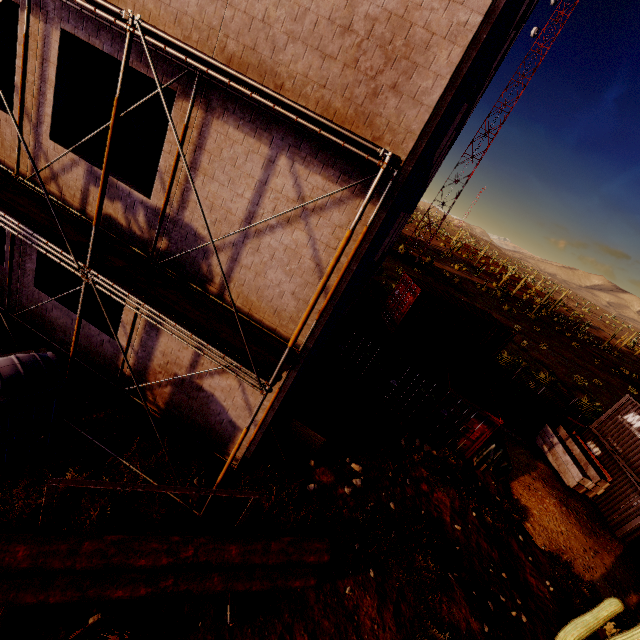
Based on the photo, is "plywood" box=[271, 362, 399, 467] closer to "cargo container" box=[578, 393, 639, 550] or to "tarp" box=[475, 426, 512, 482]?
"tarp" box=[475, 426, 512, 482]

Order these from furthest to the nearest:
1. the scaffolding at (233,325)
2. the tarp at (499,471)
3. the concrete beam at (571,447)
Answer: the concrete beam at (571,447)
the tarp at (499,471)
the scaffolding at (233,325)

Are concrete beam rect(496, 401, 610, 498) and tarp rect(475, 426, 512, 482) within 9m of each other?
yes

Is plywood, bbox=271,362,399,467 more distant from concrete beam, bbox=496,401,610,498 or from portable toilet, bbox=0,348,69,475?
concrete beam, bbox=496,401,610,498

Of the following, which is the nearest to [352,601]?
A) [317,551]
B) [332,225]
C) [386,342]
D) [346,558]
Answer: [346,558]

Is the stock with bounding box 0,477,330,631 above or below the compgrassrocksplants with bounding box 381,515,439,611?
above

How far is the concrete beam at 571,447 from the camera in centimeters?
1545cm

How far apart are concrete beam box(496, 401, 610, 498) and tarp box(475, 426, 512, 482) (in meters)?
4.70
